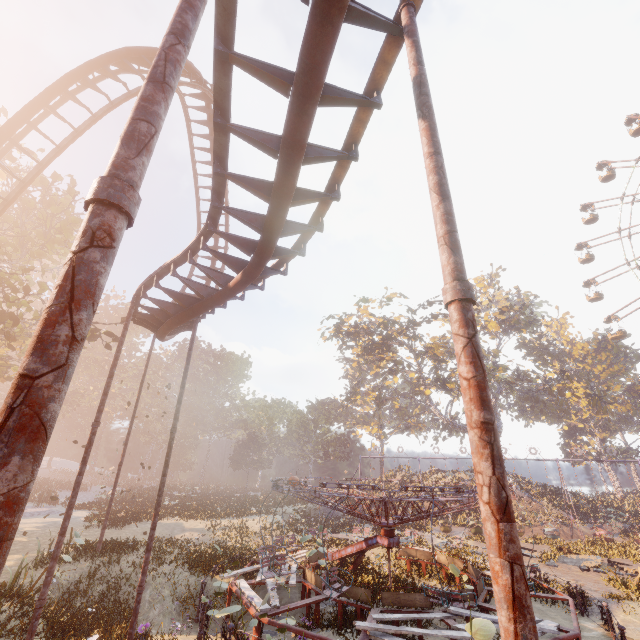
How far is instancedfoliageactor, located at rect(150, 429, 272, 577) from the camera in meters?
14.1

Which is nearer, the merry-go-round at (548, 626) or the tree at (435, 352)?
the merry-go-round at (548, 626)

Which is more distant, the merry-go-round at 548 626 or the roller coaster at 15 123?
the roller coaster at 15 123

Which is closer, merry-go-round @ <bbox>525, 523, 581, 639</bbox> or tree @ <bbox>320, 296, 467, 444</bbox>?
merry-go-round @ <bbox>525, 523, 581, 639</bbox>

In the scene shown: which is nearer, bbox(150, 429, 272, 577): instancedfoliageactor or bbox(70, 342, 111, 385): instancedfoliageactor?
bbox(150, 429, 272, 577): instancedfoliageactor

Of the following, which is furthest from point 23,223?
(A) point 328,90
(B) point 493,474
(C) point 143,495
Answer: (C) point 143,495

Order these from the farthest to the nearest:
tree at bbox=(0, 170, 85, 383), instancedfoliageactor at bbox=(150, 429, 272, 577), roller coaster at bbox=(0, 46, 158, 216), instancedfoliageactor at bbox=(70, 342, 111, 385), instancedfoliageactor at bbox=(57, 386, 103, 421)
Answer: instancedfoliageactor at bbox=(70, 342, 111, 385)
instancedfoliageactor at bbox=(57, 386, 103, 421)
tree at bbox=(0, 170, 85, 383)
instancedfoliageactor at bbox=(150, 429, 272, 577)
roller coaster at bbox=(0, 46, 158, 216)
